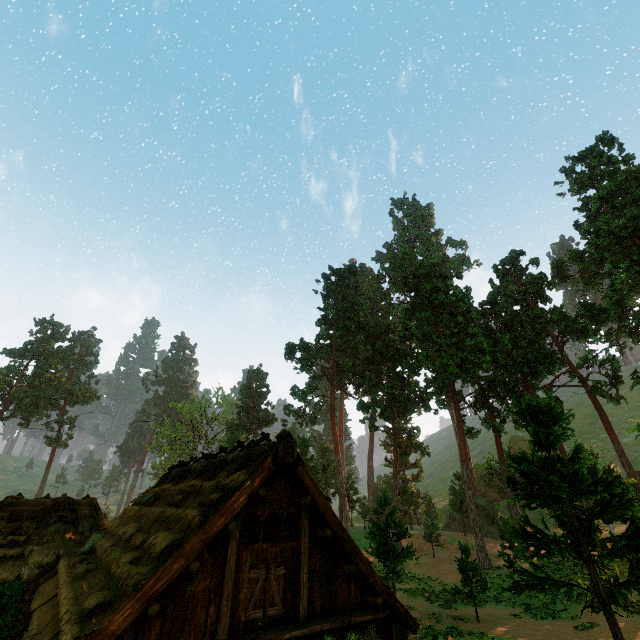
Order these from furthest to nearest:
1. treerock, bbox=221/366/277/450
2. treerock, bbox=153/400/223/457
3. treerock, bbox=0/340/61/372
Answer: treerock, bbox=0/340/61/372 < treerock, bbox=153/400/223/457 < treerock, bbox=221/366/277/450

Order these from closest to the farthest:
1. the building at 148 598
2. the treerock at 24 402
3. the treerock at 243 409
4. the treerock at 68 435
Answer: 1. the building at 148 598
2. the treerock at 243 409
3. the treerock at 24 402
4. the treerock at 68 435

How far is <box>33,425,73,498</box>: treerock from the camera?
55.4m

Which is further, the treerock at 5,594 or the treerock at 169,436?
the treerock at 169,436

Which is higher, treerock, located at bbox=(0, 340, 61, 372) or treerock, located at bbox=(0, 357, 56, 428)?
treerock, located at bbox=(0, 340, 61, 372)

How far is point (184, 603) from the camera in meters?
6.8 m

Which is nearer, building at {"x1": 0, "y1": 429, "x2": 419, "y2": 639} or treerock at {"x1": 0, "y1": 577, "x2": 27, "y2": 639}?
building at {"x1": 0, "y1": 429, "x2": 419, "y2": 639}
